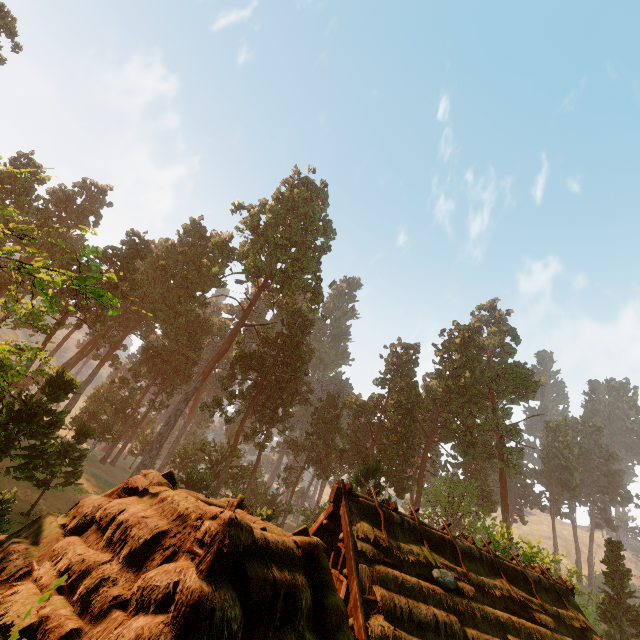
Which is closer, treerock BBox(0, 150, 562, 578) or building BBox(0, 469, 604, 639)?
building BBox(0, 469, 604, 639)

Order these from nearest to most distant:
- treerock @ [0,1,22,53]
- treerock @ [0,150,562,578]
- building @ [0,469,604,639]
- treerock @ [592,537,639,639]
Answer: building @ [0,469,604,639] → treerock @ [0,150,562,578] → treerock @ [0,1,22,53] → treerock @ [592,537,639,639]

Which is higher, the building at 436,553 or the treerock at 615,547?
the treerock at 615,547

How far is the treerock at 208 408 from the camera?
37.2m

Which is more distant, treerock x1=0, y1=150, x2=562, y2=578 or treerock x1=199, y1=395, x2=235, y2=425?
treerock x1=199, y1=395, x2=235, y2=425

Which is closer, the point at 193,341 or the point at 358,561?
the point at 358,561
